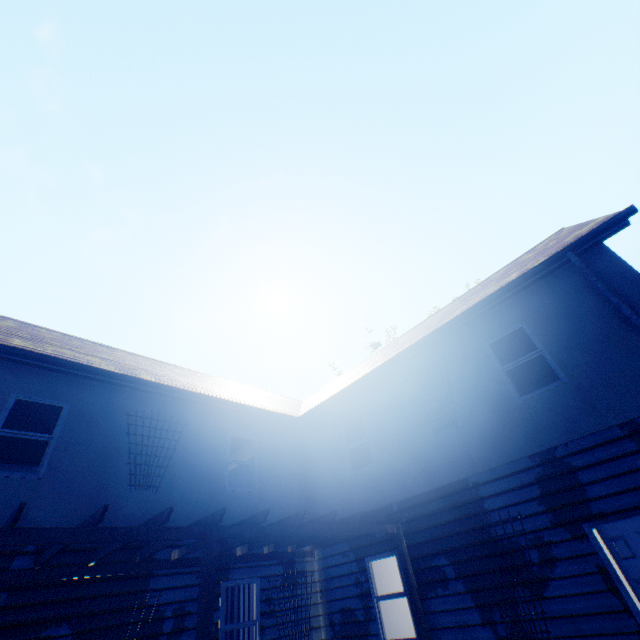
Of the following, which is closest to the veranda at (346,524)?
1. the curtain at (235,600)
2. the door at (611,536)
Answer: the curtain at (235,600)

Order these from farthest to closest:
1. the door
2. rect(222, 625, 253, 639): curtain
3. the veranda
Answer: rect(222, 625, 253, 639): curtain → the door → the veranda

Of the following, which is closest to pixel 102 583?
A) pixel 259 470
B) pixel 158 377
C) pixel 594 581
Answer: pixel 259 470

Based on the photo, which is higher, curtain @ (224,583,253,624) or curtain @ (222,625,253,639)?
curtain @ (224,583,253,624)

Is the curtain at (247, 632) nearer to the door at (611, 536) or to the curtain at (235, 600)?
the curtain at (235, 600)

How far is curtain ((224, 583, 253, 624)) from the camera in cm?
732

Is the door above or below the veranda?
below

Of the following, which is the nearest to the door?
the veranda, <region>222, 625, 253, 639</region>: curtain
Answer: the veranda
